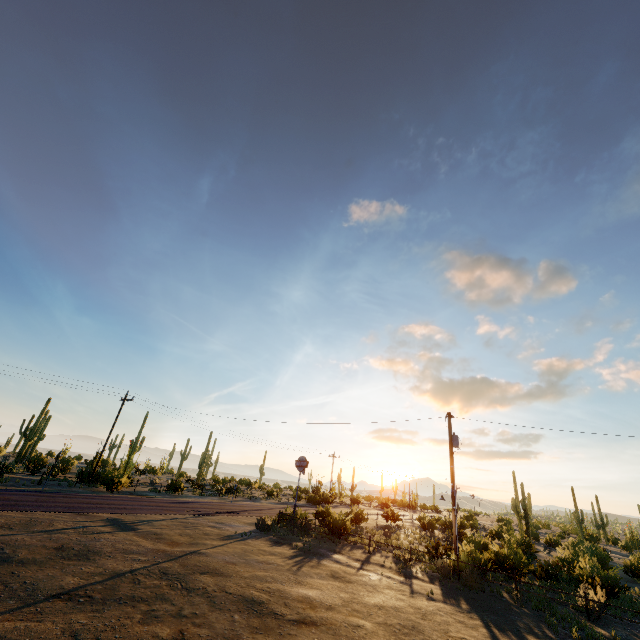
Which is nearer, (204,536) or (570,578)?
(204,536)

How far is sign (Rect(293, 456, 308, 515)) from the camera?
24.2 meters

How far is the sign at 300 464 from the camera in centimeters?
2419cm
